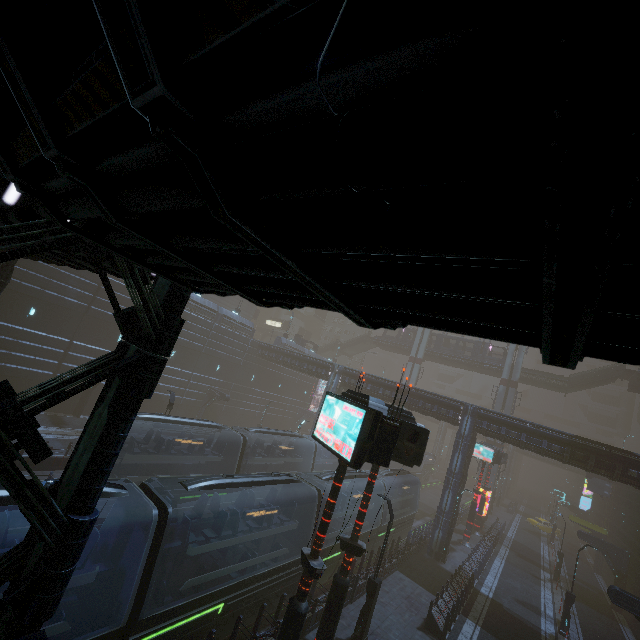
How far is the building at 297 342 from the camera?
47.7 meters

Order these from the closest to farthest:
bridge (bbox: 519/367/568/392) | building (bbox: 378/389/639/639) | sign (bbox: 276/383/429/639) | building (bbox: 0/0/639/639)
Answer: building (bbox: 0/0/639/639), sign (bbox: 276/383/429/639), building (bbox: 378/389/639/639), bridge (bbox: 519/367/568/392)

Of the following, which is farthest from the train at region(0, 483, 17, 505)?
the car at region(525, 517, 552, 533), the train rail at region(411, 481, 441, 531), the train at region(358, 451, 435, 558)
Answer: the car at region(525, 517, 552, 533)

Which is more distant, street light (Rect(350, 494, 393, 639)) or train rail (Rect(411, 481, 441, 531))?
train rail (Rect(411, 481, 441, 531))

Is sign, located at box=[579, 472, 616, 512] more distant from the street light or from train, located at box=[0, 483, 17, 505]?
train, located at box=[0, 483, 17, 505]

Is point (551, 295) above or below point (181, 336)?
above

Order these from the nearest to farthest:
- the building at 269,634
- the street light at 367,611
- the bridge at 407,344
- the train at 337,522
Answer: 1. the building at 269,634
2. the street light at 367,611
3. the train at 337,522
4. the bridge at 407,344

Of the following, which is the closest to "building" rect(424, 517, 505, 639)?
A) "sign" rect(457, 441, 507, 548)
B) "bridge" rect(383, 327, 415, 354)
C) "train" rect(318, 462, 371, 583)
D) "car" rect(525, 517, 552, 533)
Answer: "sign" rect(457, 441, 507, 548)
